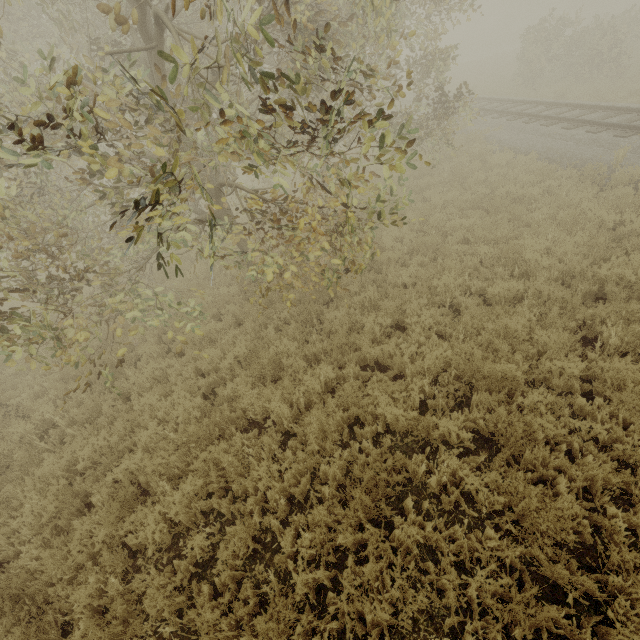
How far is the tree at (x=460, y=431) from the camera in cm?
427

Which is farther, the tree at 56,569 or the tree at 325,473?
the tree at 325,473

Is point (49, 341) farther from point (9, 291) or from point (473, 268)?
point (473, 268)

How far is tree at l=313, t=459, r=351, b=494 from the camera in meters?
4.3

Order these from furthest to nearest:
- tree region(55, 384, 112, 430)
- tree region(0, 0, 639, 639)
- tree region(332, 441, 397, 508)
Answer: tree region(55, 384, 112, 430), tree region(332, 441, 397, 508), tree region(0, 0, 639, 639)

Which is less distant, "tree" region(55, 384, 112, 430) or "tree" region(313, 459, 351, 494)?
"tree" region(313, 459, 351, 494)
